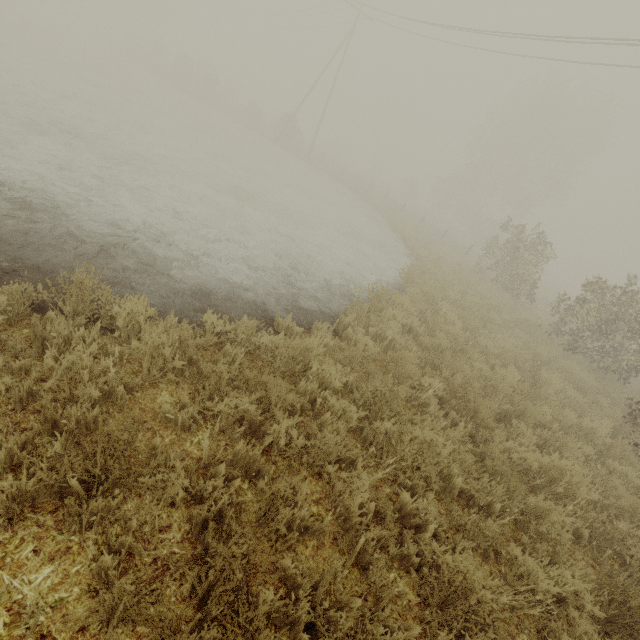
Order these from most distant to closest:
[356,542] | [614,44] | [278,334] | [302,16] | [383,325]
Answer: [302,16], [614,44], [383,325], [278,334], [356,542]
